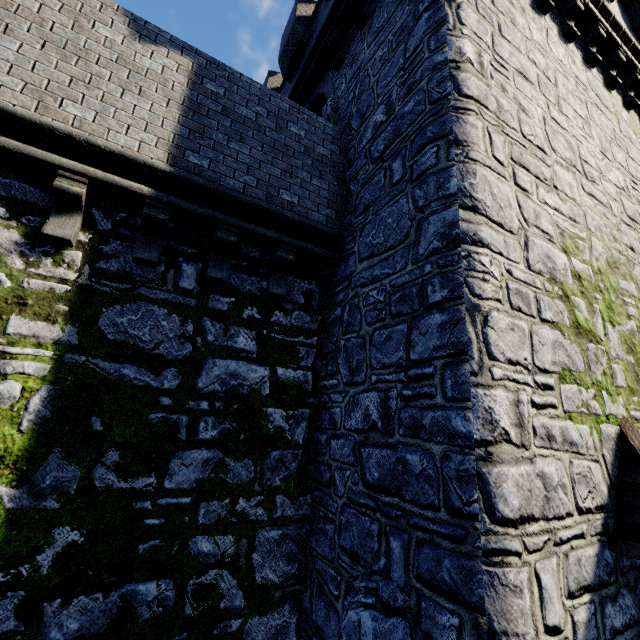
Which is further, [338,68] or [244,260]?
[338,68]
